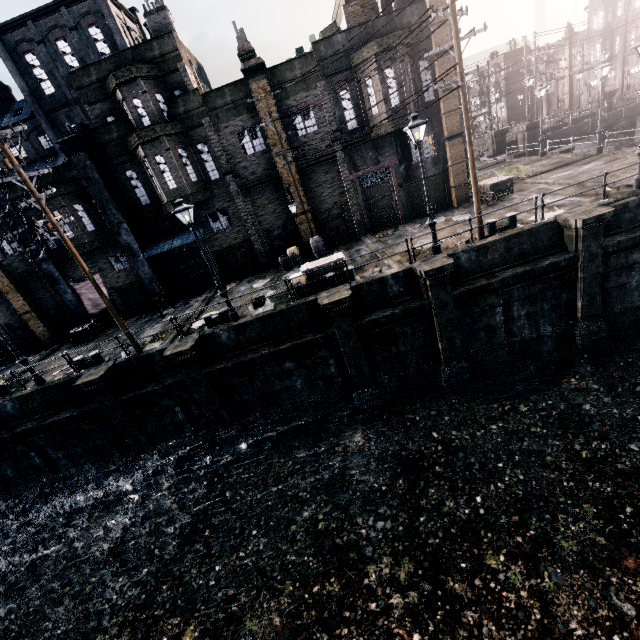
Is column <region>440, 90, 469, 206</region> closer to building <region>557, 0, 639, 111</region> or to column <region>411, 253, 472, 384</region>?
column <region>411, 253, 472, 384</region>

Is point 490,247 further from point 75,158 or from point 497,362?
point 75,158

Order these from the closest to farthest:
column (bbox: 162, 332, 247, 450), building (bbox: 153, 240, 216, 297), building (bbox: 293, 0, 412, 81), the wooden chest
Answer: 1. column (bbox: 162, 332, 247, 450)
2. building (bbox: 293, 0, 412, 81)
3. the wooden chest
4. building (bbox: 153, 240, 216, 297)

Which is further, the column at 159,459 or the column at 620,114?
the column at 620,114

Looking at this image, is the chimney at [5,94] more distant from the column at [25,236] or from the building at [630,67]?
the building at [630,67]

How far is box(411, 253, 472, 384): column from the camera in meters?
13.9

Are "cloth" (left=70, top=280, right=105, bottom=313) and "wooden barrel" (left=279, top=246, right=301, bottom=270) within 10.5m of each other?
no

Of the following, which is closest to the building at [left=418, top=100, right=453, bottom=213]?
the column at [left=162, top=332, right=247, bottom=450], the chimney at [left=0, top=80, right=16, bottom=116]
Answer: the chimney at [left=0, top=80, right=16, bottom=116]
